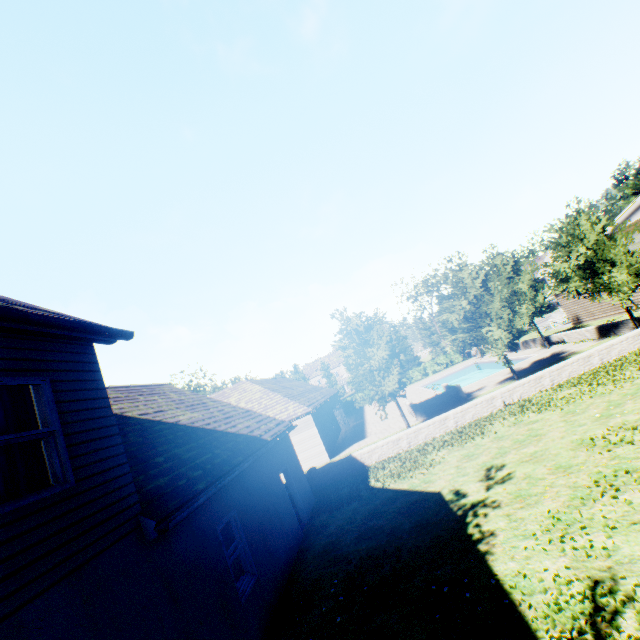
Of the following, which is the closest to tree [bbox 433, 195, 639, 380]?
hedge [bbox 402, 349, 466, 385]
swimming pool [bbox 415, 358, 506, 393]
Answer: swimming pool [bbox 415, 358, 506, 393]

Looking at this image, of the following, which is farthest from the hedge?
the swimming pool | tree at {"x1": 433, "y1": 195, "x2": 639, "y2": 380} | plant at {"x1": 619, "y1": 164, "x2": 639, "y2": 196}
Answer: the swimming pool

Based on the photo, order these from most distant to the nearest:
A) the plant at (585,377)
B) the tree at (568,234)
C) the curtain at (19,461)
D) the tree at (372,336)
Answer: the tree at (372,336)
the tree at (568,234)
the plant at (585,377)
the curtain at (19,461)

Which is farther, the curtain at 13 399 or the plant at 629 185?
the plant at 629 185

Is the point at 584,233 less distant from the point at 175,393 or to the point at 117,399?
the point at 175,393

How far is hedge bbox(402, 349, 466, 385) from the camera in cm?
4641

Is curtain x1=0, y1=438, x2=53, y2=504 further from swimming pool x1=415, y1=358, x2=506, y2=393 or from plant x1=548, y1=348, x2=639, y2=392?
swimming pool x1=415, y1=358, x2=506, y2=393

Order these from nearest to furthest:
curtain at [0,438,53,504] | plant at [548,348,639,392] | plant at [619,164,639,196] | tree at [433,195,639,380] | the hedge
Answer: curtain at [0,438,53,504], plant at [548,348,639,392], tree at [433,195,639,380], plant at [619,164,639,196], the hedge
